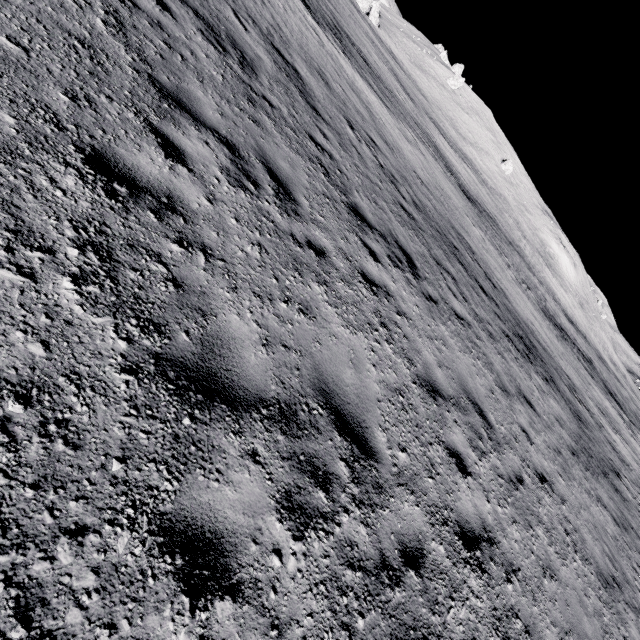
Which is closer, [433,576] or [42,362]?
[42,362]
